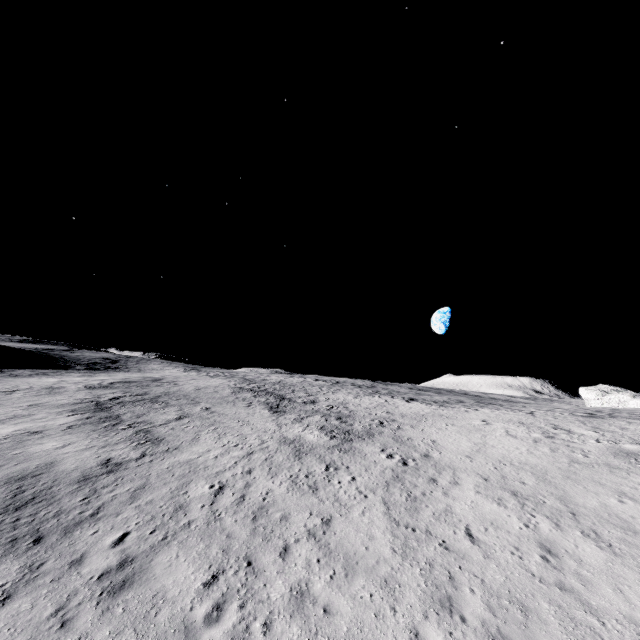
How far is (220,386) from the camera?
44.3 meters
